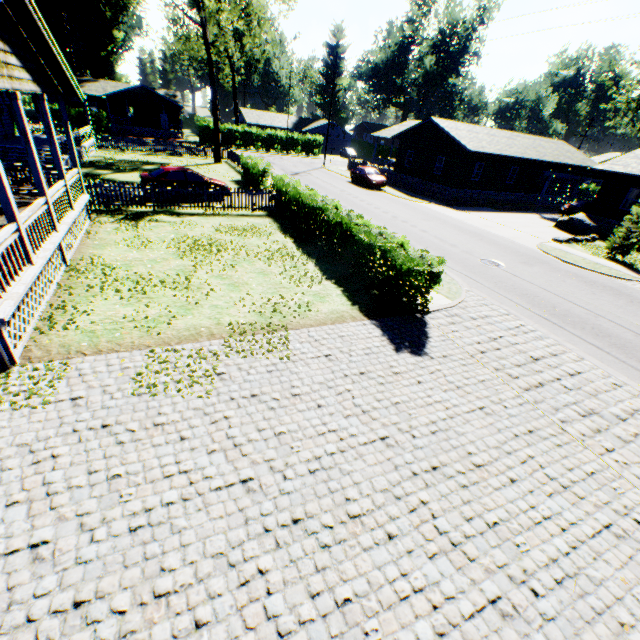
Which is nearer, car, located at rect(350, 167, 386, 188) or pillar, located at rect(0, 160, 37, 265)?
pillar, located at rect(0, 160, 37, 265)

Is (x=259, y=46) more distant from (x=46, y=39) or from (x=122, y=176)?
(x=46, y=39)

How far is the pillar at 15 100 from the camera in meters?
7.8

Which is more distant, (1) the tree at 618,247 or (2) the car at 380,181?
(2) the car at 380,181

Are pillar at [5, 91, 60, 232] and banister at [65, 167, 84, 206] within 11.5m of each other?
yes

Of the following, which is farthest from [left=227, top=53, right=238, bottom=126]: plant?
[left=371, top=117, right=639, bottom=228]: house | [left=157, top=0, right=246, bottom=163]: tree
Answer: [left=371, top=117, right=639, bottom=228]: house

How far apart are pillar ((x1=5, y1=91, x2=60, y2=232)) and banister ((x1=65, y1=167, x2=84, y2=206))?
2.5 meters

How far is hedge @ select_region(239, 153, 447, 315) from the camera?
9.3 meters
